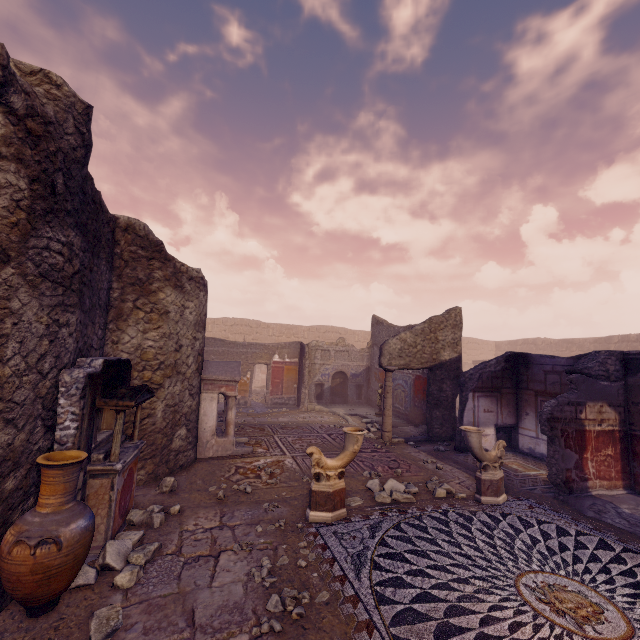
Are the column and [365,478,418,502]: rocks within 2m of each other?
no

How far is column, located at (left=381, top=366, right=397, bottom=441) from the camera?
9.1m

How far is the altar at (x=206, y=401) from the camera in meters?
7.1 m

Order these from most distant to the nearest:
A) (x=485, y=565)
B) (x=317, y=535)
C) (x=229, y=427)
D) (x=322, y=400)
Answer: (x=322, y=400), (x=229, y=427), (x=317, y=535), (x=485, y=565)

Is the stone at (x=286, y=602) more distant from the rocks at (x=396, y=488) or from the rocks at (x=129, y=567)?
the rocks at (x=396, y=488)

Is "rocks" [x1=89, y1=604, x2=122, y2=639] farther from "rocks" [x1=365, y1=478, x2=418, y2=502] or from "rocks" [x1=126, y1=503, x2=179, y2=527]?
Answer: "rocks" [x1=365, y1=478, x2=418, y2=502]

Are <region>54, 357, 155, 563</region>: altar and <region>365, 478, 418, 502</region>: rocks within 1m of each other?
no

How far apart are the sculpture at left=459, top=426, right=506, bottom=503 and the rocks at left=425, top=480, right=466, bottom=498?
0.14m
